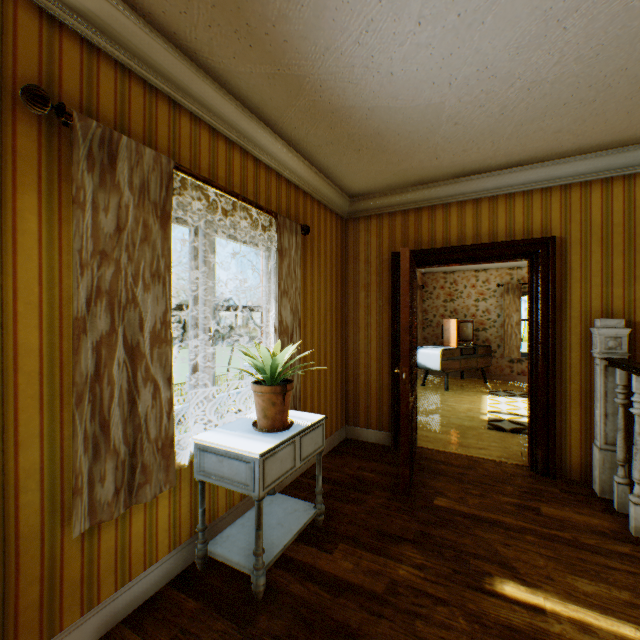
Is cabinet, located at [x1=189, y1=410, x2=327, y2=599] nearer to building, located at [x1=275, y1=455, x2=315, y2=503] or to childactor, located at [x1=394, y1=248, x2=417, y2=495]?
building, located at [x1=275, y1=455, x2=315, y2=503]

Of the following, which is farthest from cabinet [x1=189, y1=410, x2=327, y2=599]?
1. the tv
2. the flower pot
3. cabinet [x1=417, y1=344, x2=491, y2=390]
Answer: the tv

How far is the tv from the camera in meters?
7.6 m

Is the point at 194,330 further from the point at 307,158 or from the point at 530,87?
the point at 530,87

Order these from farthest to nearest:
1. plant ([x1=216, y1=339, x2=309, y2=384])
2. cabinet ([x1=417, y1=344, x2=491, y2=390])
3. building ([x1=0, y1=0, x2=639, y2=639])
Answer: cabinet ([x1=417, y1=344, x2=491, y2=390])
plant ([x1=216, y1=339, x2=309, y2=384])
building ([x1=0, y1=0, x2=639, y2=639])

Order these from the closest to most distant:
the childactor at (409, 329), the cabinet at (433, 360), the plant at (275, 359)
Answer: the plant at (275, 359) → the childactor at (409, 329) → the cabinet at (433, 360)

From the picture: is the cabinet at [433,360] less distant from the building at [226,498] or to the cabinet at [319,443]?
the building at [226,498]
